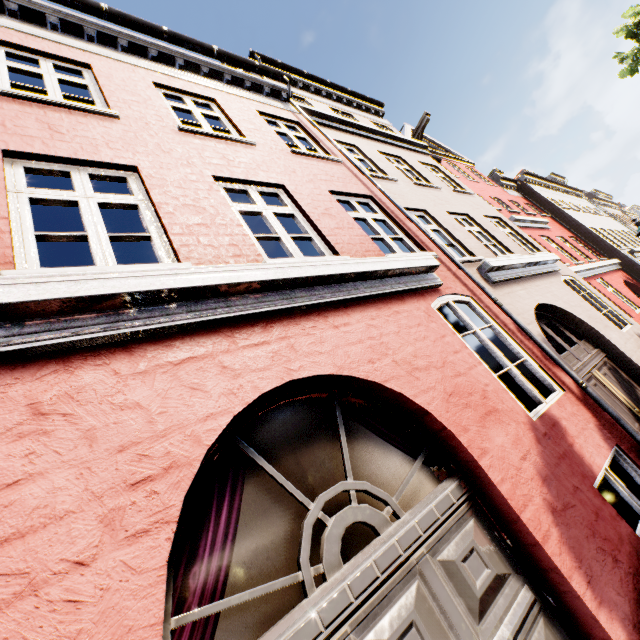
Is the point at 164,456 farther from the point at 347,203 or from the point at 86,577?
the point at 347,203
